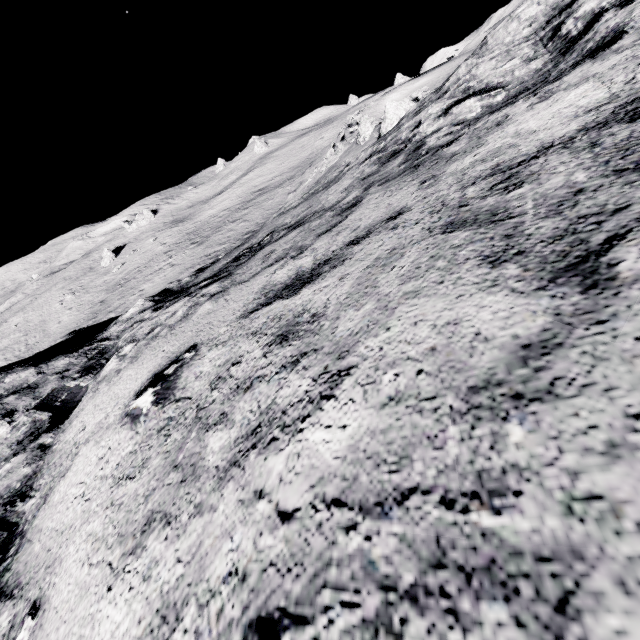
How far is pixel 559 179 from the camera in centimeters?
201cm
